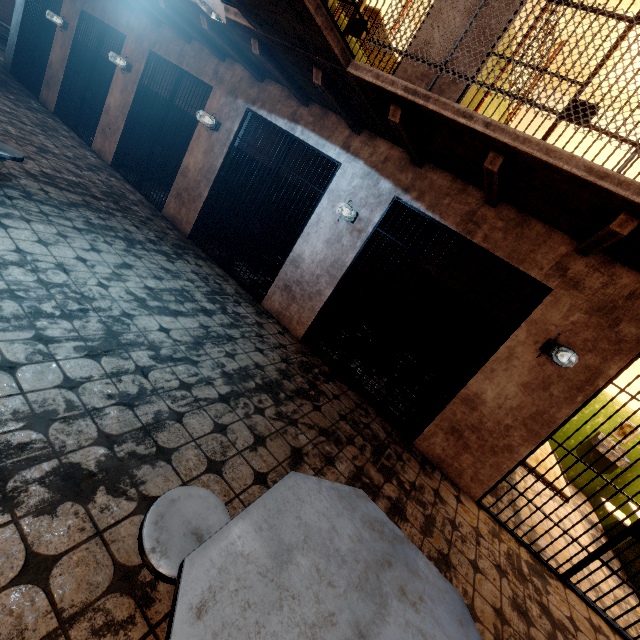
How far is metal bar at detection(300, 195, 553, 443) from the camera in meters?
3.6

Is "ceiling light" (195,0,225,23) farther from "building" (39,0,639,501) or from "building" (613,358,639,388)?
"building" (613,358,639,388)

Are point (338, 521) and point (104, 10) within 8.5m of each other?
no

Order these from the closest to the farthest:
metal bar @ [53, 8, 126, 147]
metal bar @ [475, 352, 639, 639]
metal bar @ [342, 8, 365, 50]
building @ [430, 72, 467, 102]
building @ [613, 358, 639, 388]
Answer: metal bar @ [475, 352, 639, 639] < building @ [430, 72, 467, 102] < metal bar @ [342, 8, 365, 50] < building @ [613, 358, 639, 388] < metal bar @ [53, 8, 126, 147]

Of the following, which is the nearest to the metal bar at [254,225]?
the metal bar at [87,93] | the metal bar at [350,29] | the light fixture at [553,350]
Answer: the metal bar at [350,29]

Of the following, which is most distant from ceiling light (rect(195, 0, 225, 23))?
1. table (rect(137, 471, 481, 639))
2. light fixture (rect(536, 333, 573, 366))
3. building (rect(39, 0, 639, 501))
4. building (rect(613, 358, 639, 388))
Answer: building (rect(613, 358, 639, 388))

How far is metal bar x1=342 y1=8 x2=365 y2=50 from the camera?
4.27m

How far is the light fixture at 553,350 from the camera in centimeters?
321cm
